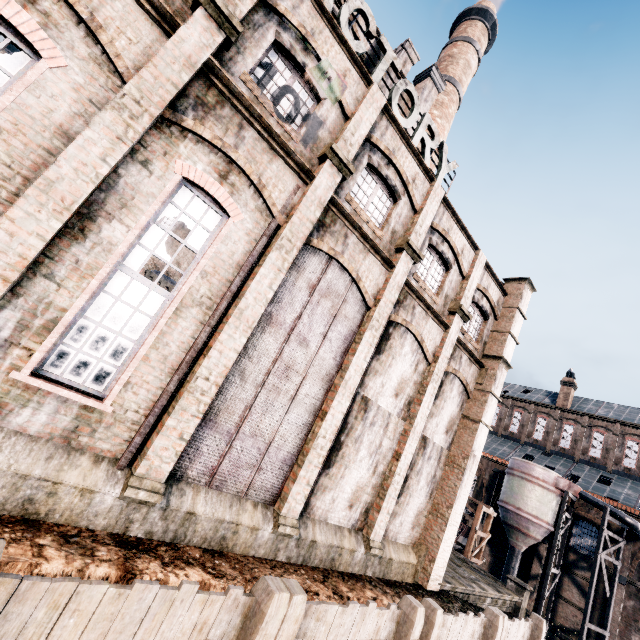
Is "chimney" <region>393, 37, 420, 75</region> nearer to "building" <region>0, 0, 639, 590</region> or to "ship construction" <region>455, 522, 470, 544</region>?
"building" <region>0, 0, 639, 590</region>

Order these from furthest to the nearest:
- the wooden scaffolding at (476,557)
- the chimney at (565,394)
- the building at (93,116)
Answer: the chimney at (565,394) → the wooden scaffolding at (476,557) → the building at (93,116)

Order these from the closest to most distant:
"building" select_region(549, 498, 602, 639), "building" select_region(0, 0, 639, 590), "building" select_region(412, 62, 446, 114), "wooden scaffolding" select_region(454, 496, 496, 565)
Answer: "building" select_region(0, 0, 639, 590), "building" select_region(412, 62, 446, 114), "wooden scaffolding" select_region(454, 496, 496, 565), "building" select_region(549, 498, 602, 639)

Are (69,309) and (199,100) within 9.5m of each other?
yes

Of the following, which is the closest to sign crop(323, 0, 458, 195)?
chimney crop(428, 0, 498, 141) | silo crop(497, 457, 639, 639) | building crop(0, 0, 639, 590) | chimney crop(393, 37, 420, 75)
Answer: building crop(0, 0, 639, 590)

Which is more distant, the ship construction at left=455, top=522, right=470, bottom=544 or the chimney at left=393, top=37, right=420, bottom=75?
the ship construction at left=455, top=522, right=470, bottom=544

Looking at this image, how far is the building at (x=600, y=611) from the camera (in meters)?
28.23

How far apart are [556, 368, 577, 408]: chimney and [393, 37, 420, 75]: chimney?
43.47m
